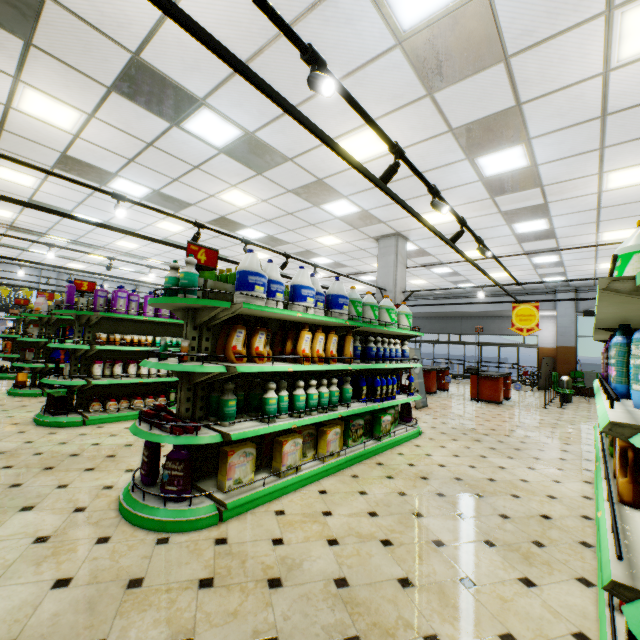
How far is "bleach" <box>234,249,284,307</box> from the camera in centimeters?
314cm

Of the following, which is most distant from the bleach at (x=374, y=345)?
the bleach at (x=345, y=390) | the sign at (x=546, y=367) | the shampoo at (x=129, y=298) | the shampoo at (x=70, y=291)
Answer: the sign at (x=546, y=367)

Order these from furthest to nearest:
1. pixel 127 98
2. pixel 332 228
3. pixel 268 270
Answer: pixel 332 228 → pixel 127 98 → pixel 268 270

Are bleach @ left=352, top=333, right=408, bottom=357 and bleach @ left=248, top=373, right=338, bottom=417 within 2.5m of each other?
yes

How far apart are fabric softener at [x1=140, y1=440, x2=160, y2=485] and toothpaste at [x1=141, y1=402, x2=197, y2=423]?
0.2 meters

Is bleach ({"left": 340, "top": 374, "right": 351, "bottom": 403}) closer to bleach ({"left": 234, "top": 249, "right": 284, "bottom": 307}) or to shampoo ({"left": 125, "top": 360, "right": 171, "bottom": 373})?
bleach ({"left": 234, "top": 249, "right": 284, "bottom": 307})

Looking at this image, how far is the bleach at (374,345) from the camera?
4.8 meters

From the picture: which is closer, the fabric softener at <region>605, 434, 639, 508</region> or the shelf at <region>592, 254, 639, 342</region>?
the shelf at <region>592, 254, 639, 342</region>
